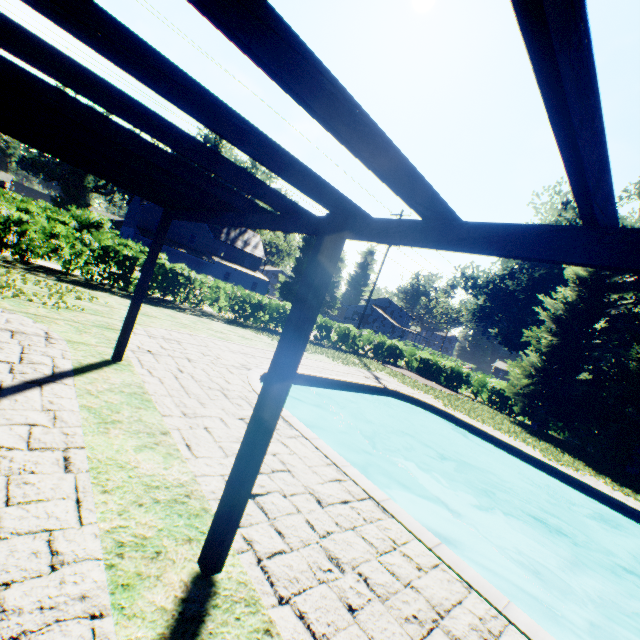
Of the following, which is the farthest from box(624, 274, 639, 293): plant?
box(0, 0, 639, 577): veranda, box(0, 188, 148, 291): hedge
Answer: box(0, 0, 639, 577): veranda

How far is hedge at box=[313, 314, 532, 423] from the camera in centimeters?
2173cm

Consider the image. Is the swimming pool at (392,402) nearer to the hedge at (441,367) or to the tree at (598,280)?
the tree at (598,280)

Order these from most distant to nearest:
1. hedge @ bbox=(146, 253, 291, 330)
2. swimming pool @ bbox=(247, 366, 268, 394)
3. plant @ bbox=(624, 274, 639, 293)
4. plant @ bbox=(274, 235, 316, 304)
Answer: plant @ bbox=(274, 235, 316, 304)
plant @ bbox=(624, 274, 639, 293)
hedge @ bbox=(146, 253, 291, 330)
swimming pool @ bbox=(247, 366, 268, 394)

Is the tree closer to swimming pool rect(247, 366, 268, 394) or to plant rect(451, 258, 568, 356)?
plant rect(451, 258, 568, 356)

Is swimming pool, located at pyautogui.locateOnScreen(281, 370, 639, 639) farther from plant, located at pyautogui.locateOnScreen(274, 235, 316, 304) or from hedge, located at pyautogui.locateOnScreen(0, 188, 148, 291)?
hedge, located at pyautogui.locateOnScreen(0, 188, 148, 291)

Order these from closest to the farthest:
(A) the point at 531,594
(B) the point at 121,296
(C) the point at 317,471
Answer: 1. (C) the point at 317,471
2. (A) the point at 531,594
3. (B) the point at 121,296

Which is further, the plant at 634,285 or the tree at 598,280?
the plant at 634,285
